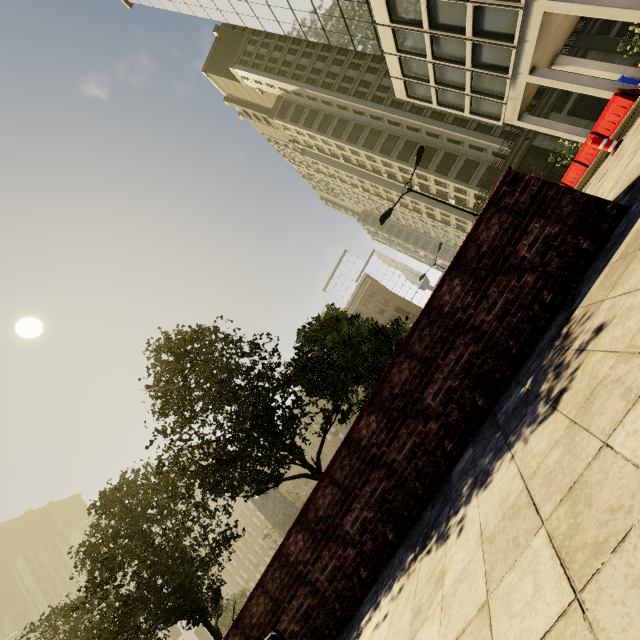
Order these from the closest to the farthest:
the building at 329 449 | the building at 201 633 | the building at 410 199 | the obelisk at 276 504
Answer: the obelisk at 276 504 < the building at 201 633 < the building at 410 199 < the building at 329 449

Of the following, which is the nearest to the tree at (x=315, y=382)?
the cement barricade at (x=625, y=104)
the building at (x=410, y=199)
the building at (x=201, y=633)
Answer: the building at (x=410, y=199)

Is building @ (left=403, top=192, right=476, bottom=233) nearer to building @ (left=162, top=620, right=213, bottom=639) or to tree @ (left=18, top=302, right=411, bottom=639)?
tree @ (left=18, top=302, right=411, bottom=639)

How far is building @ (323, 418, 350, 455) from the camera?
56.1 meters

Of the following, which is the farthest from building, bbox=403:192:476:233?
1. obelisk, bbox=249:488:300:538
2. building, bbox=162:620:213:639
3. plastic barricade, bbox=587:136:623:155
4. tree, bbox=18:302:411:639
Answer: obelisk, bbox=249:488:300:538

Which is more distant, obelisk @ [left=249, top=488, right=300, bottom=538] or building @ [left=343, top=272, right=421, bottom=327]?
building @ [left=343, top=272, right=421, bottom=327]

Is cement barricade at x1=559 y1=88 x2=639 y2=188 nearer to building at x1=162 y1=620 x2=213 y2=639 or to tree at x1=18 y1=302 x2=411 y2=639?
tree at x1=18 y1=302 x2=411 y2=639

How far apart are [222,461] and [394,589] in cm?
479
